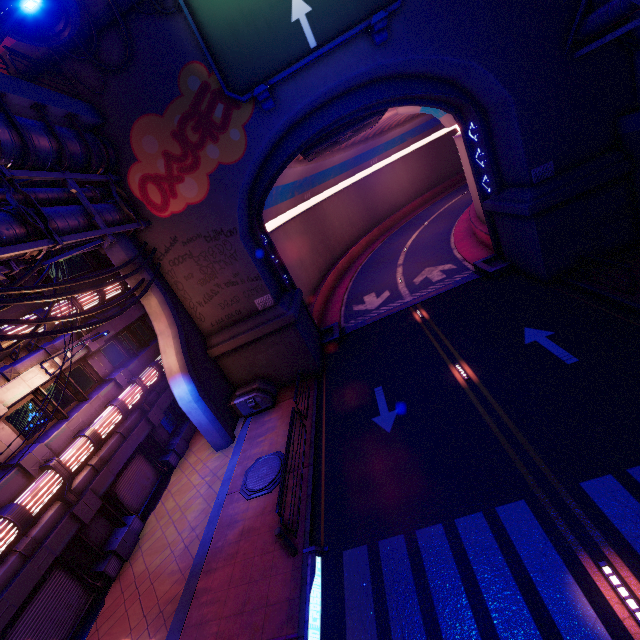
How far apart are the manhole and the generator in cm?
318

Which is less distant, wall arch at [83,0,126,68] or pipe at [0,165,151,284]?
pipe at [0,165,151,284]

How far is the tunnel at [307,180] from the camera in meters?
16.6 m

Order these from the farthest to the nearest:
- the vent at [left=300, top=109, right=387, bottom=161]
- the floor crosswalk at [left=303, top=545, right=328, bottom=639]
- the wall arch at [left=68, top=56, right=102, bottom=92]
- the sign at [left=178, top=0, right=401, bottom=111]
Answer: the vent at [left=300, top=109, right=387, bottom=161]
the wall arch at [left=68, top=56, right=102, bottom=92]
the sign at [left=178, top=0, right=401, bottom=111]
the floor crosswalk at [left=303, top=545, right=328, bottom=639]

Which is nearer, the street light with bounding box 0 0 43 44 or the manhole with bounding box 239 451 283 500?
the street light with bounding box 0 0 43 44

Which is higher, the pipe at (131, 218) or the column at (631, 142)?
the pipe at (131, 218)

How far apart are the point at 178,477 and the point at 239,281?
10.0 meters

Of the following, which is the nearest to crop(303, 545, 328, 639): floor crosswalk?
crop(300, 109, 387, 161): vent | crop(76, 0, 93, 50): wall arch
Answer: crop(76, 0, 93, 50): wall arch
